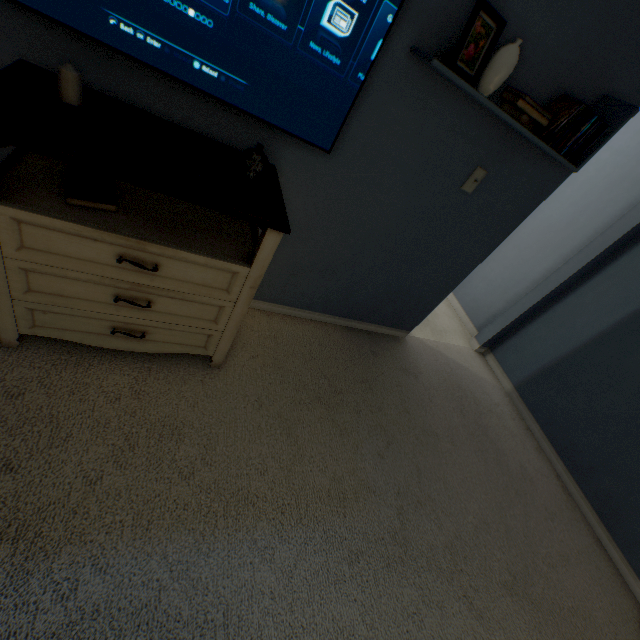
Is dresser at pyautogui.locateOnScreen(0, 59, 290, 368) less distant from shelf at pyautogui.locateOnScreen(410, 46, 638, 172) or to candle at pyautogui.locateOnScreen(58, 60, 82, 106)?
candle at pyautogui.locateOnScreen(58, 60, 82, 106)

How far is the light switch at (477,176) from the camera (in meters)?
1.67

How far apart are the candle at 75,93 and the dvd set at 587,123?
1.8m

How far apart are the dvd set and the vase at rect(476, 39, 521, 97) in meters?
0.3 m

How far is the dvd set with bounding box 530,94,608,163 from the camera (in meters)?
1.38

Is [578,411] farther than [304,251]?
Yes

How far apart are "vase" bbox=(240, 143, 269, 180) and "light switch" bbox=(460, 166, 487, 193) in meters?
1.1 m

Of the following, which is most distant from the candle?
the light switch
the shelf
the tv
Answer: the light switch
